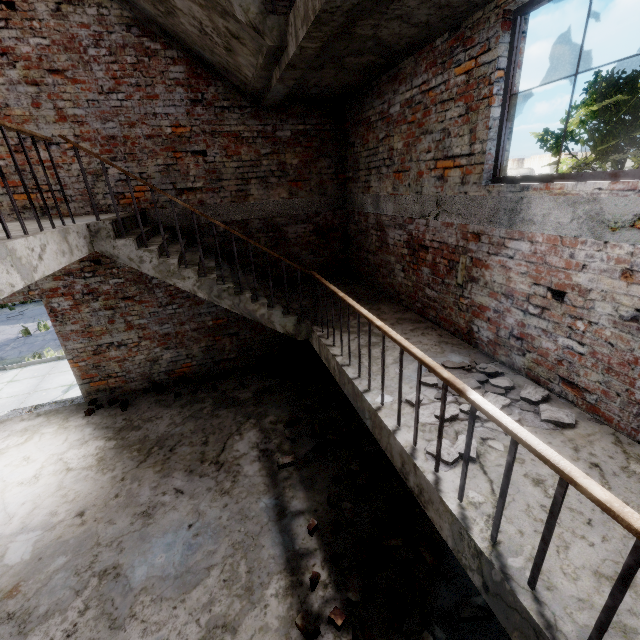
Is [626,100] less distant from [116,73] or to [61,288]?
[116,73]

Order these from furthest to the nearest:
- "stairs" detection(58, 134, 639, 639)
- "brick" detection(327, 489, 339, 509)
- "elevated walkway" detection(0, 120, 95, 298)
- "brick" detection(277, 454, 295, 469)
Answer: "brick" detection(277, 454, 295, 469) → "brick" detection(327, 489, 339, 509) → "elevated walkway" detection(0, 120, 95, 298) → "stairs" detection(58, 134, 639, 639)

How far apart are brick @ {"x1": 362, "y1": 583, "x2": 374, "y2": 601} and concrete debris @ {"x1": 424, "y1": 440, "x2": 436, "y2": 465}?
1.8 meters

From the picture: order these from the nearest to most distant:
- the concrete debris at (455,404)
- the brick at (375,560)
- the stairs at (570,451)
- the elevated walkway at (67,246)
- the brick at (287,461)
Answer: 1. the stairs at (570,451)
2. the elevated walkway at (67,246)
3. the concrete debris at (455,404)
4. the brick at (375,560)
5. the brick at (287,461)

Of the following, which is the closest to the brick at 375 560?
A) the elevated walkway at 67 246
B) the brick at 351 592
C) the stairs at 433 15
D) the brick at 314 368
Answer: the brick at 351 592

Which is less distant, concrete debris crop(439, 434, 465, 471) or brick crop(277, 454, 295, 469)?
concrete debris crop(439, 434, 465, 471)

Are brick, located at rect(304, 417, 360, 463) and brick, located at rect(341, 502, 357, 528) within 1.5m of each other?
yes

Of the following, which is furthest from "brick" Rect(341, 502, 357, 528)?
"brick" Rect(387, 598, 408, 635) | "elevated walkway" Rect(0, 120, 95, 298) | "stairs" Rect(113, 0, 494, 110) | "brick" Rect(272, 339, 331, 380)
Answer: "elevated walkway" Rect(0, 120, 95, 298)
